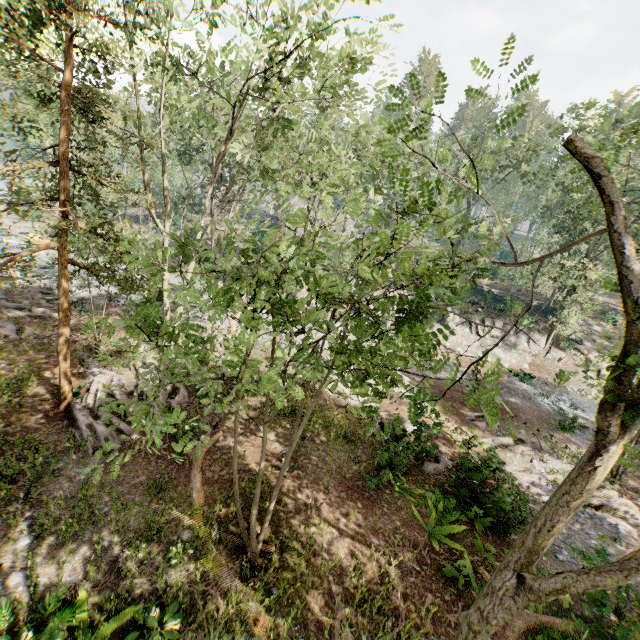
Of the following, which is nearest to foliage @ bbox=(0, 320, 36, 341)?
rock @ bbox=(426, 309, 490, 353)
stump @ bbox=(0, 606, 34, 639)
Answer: rock @ bbox=(426, 309, 490, 353)

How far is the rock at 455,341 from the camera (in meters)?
31.02

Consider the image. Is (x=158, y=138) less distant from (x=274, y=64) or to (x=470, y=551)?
(x=274, y=64)

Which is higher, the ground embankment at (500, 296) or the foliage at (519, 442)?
the ground embankment at (500, 296)

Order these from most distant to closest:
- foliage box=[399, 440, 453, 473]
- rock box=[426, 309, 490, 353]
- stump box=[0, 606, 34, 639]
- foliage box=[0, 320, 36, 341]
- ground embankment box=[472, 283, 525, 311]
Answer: ground embankment box=[472, 283, 525, 311], rock box=[426, 309, 490, 353], foliage box=[0, 320, 36, 341], foliage box=[399, 440, 453, 473], stump box=[0, 606, 34, 639]

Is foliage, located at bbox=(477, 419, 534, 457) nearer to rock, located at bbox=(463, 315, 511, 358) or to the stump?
rock, located at bbox=(463, 315, 511, 358)

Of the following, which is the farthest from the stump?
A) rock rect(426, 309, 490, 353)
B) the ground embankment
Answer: the ground embankment

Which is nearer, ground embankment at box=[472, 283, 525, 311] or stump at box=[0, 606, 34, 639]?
stump at box=[0, 606, 34, 639]
